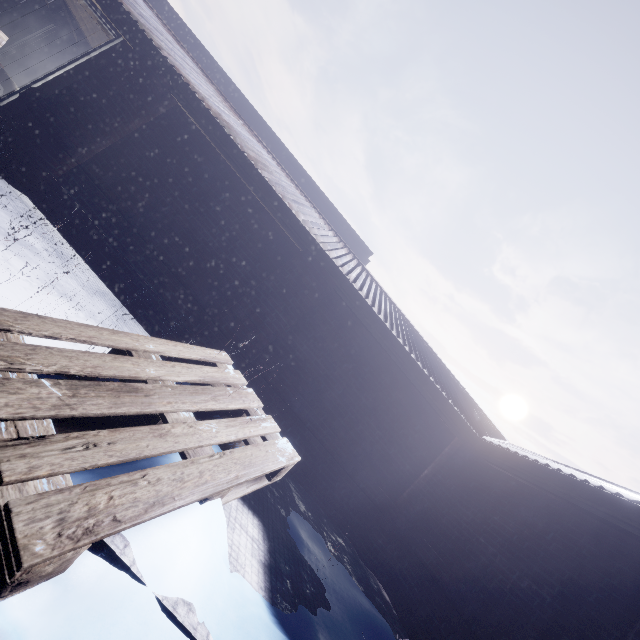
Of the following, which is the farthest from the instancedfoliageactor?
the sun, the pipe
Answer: the sun

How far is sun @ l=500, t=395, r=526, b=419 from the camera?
57.44m

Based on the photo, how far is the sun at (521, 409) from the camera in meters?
57.4

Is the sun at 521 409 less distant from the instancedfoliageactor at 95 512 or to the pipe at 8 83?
the instancedfoliageactor at 95 512

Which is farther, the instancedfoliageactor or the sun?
the sun

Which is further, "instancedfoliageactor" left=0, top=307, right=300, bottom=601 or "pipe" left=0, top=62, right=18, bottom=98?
"pipe" left=0, top=62, right=18, bottom=98

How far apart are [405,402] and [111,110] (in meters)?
5.18

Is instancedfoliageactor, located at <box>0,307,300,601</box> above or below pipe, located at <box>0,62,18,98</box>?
below
